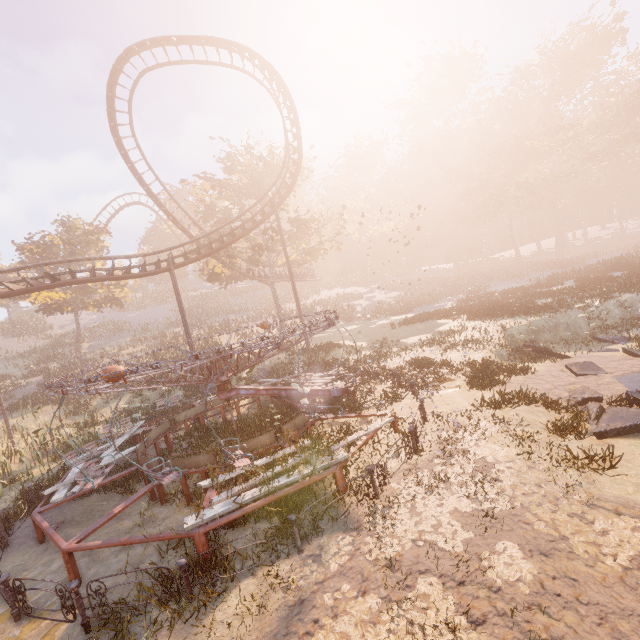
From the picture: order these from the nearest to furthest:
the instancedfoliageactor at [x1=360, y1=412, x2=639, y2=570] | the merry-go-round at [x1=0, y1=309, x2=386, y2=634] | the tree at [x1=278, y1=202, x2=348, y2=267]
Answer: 1. the instancedfoliageactor at [x1=360, y1=412, x2=639, y2=570]
2. the merry-go-round at [x1=0, y1=309, x2=386, y2=634]
3. the tree at [x1=278, y1=202, x2=348, y2=267]

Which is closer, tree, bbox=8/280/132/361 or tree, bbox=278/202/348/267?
tree, bbox=278/202/348/267

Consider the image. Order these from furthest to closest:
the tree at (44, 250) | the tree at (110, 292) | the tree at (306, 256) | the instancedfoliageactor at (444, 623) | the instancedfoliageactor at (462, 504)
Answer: the tree at (44, 250) < the tree at (110, 292) < the tree at (306, 256) < the instancedfoliageactor at (462, 504) < the instancedfoliageactor at (444, 623)

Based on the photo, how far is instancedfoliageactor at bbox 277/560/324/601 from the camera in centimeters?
518cm

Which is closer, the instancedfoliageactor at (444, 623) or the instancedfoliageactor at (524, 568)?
the instancedfoliageactor at (444, 623)

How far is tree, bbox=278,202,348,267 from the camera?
30.1m

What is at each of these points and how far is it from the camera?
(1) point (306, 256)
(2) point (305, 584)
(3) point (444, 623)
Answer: (1) tree, 34.3 meters
(2) instancedfoliageactor, 5.3 meters
(3) instancedfoliageactor, 4.2 meters
